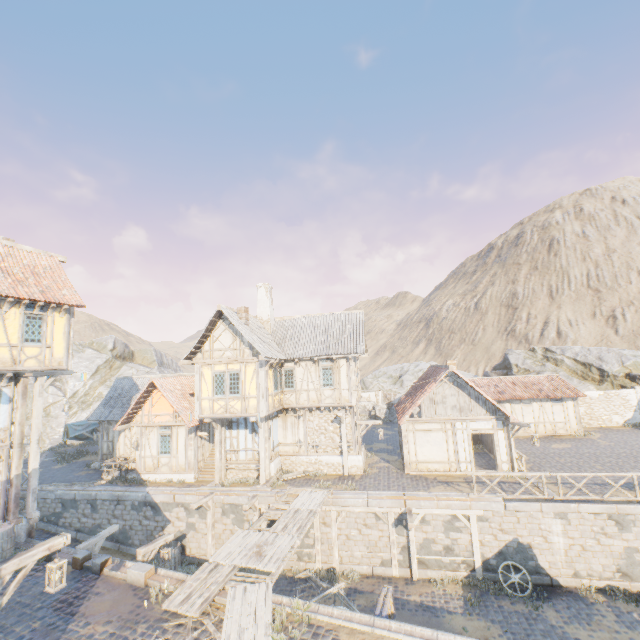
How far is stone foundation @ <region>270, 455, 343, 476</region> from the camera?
19.2 meters

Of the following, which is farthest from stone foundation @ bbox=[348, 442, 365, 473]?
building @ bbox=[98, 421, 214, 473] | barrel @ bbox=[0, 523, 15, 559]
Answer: barrel @ bbox=[0, 523, 15, 559]

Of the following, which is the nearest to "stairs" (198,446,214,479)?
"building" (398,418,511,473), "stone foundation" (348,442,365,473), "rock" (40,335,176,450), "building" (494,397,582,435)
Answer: "stone foundation" (348,442,365,473)

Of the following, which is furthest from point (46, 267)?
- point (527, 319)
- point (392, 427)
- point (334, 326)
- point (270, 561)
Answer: point (527, 319)

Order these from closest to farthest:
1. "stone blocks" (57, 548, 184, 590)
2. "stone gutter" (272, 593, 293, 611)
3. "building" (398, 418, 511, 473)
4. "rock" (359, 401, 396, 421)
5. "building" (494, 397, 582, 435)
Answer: "stone gutter" (272, 593, 293, 611)
"stone blocks" (57, 548, 184, 590)
"building" (398, 418, 511, 473)
"building" (494, 397, 582, 435)
"rock" (359, 401, 396, 421)

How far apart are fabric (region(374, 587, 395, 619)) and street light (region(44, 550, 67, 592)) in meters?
7.5

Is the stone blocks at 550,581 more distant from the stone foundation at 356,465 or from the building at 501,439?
the stone foundation at 356,465

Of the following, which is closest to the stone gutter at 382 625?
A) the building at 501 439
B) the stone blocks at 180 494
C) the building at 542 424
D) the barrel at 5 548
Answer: the stone blocks at 180 494
